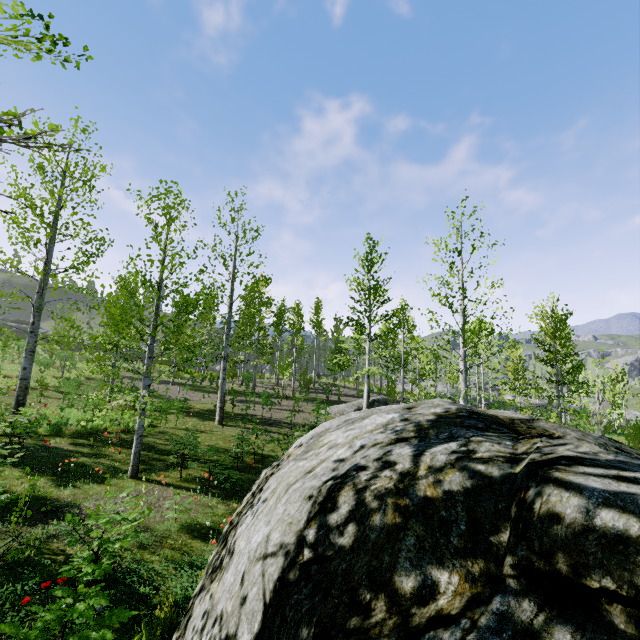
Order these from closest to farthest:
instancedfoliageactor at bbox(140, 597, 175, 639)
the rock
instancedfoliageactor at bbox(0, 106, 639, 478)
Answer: the rock → instancedfoliageactor at bbox(140, 597, 175, 639) → instancedfoliageactor at bbox(0, 106, 639, 478)

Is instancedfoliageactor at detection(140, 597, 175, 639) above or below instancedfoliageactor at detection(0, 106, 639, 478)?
below

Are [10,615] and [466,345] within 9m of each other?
no

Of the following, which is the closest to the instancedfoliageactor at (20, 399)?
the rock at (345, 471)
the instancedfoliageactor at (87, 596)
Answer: the rock at (345, 471)

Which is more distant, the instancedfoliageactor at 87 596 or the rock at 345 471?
the instancedfoliageactor at 87 596

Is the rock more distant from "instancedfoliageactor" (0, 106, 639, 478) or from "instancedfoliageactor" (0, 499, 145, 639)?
"instancedfoliageactor" (0, 499, 145, 639)

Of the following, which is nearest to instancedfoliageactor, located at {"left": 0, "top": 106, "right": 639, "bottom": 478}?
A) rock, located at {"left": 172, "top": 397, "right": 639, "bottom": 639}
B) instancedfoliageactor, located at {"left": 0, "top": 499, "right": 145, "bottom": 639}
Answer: rock, located at {"left": 172, "top": 397, "right": 639, "bottom": 639}
